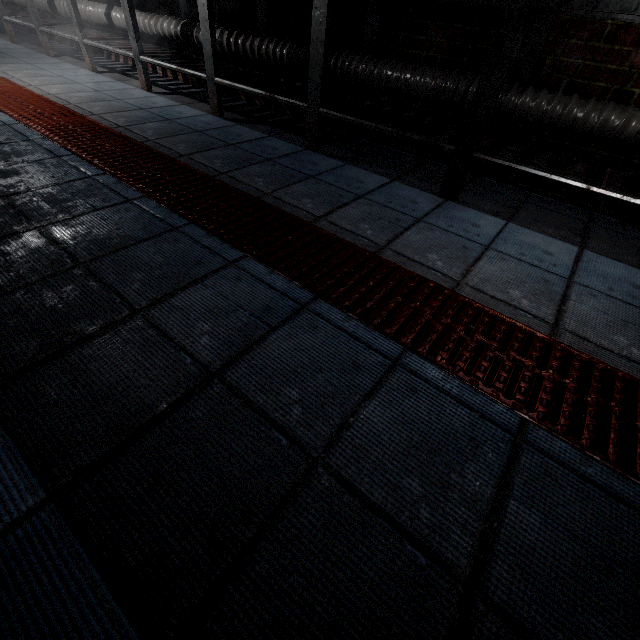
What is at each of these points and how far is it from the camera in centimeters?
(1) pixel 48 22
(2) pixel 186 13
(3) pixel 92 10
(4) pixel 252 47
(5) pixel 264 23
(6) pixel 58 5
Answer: (1) table, 396cm
(2) table, 292cm
(3) pipe, 345cm
(4) pipe, 252cm
(5) table, 252cm
(6) pipe, 374cm

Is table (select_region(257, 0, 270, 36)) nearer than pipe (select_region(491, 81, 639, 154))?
No

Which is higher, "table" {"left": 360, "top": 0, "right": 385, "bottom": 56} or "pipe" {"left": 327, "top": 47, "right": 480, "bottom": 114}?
"table" {"left": 360, "top": 0, "right": 385, "bottom": 56}

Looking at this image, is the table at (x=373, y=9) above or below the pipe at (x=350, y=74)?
above

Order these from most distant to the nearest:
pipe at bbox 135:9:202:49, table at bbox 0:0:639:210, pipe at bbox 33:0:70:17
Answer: pipe at bbox 33:0:70:17 → pipe at bbox 135:9:202:49 → table at bbox 0:0:639:210

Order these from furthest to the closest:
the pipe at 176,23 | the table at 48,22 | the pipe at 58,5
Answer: A: the pipe at 58,5 → the pipe at 176,23 → the table at 48,22
